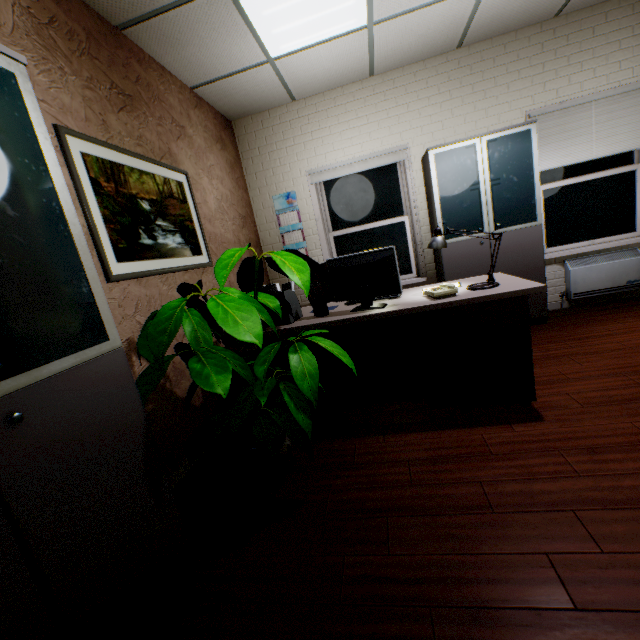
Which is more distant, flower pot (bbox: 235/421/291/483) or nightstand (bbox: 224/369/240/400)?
nightstand (bbox: 224/369/240/400)

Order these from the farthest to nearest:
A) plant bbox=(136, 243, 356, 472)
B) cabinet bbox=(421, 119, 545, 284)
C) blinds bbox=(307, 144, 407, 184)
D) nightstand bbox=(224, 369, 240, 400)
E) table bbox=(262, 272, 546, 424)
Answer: blinds bbox=(307, 144, 407, 184)
cabinet bbox=(421, 119, 545, 284)
nightstand bbox=(224, 369, 240, 400)
table bbox=(262, 272, 546, 424)
plant bbox=(136, 243, 356, 472)

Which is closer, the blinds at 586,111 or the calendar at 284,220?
the blinds at 586,111

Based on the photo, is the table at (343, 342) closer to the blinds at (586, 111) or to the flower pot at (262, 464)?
the flower pot at (262, 464)

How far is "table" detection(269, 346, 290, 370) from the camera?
2.47m

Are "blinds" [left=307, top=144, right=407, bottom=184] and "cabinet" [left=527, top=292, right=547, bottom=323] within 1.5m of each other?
yes

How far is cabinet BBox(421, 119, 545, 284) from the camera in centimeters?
342cm

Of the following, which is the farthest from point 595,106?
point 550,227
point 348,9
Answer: point 348,9
